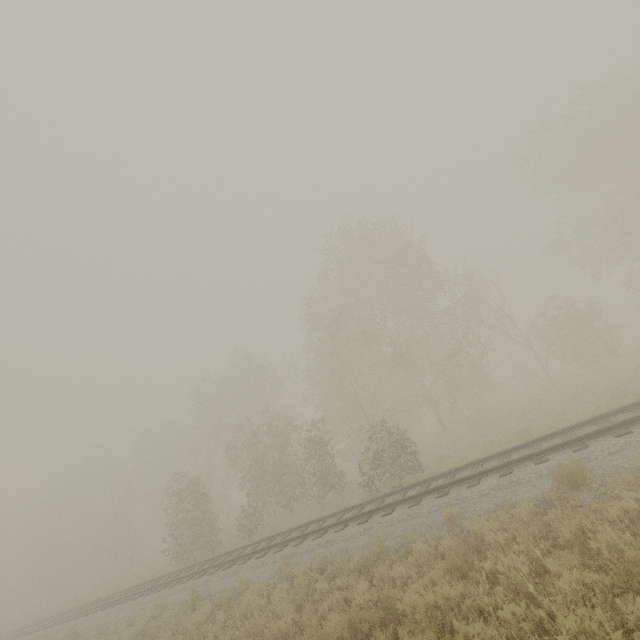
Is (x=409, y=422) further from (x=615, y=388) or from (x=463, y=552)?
(x=463, y=552)
